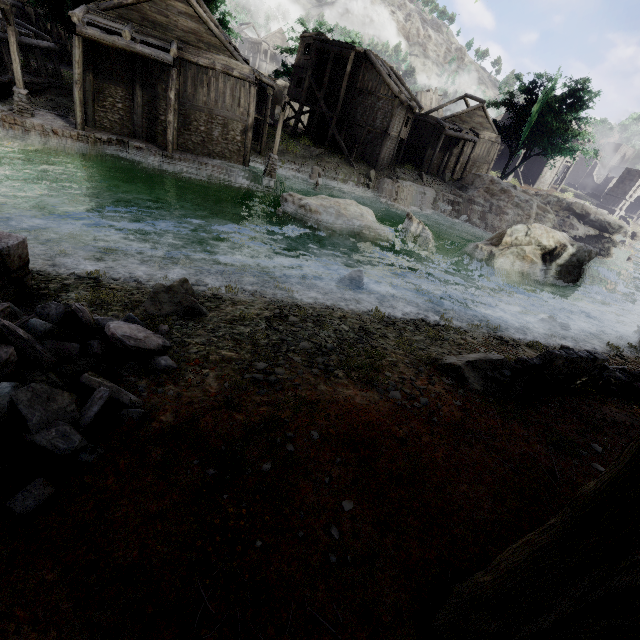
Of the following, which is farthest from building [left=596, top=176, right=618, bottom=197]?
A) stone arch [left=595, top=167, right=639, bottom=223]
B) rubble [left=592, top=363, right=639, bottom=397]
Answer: rubble [left=592, top=363, right=639, bottom=397]

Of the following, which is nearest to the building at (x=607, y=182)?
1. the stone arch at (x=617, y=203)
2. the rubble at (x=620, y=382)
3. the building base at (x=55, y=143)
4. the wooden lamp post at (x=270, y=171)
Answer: the building base at (x=55, y=143)

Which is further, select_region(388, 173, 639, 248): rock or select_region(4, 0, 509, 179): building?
select_region(388, 173, 639, 248): rock

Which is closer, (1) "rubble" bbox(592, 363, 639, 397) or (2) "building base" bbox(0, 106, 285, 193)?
(1) "rubble" bbox(592, 363, 639, 397)

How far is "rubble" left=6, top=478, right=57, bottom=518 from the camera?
2.48m

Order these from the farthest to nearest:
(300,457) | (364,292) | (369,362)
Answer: (364,292) < (369,362) < (300,457)

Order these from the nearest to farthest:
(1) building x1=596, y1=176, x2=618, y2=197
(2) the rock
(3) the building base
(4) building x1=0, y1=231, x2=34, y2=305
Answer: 1. (4) building x1=0, y1=231, x2=34, y2=305
2. (3) the building base
3. (2) the rock
4. (1) building x1=596, y1=176, x2=618, y2=197

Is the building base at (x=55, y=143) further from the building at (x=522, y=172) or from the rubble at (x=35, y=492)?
the rubble at (x=35, y=492)
